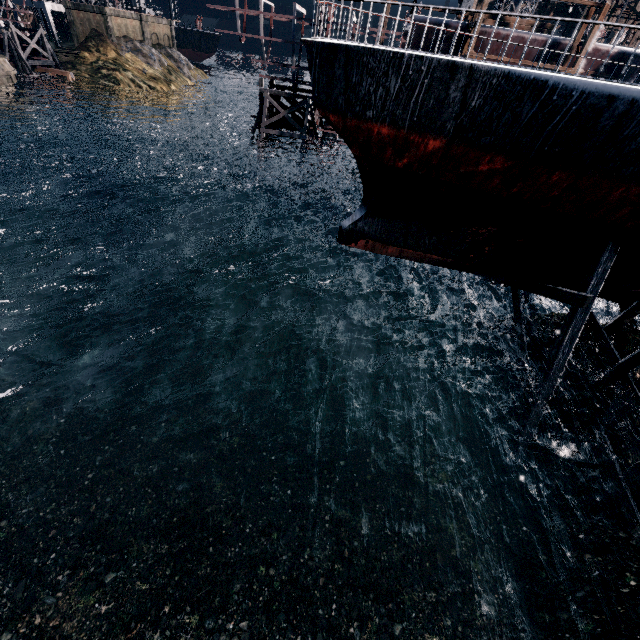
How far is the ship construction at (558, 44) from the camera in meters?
25.9

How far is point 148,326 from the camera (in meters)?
20.23

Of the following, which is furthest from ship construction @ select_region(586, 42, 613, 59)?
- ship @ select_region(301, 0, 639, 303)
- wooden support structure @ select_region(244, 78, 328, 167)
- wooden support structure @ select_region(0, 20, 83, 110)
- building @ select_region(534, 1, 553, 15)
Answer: building @ select_region(534, 1, 553, 15)

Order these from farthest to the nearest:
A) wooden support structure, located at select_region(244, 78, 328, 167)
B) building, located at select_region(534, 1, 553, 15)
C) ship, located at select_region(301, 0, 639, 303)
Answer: building, located at select_region(534, 1, 553, 15) → wooden support structure, located at select_region(244, 78, 328, 167) → ship, located at select_region(301, 0, 639, 303)

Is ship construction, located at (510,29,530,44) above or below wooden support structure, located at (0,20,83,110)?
above

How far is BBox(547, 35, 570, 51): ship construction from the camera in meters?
25.9 m

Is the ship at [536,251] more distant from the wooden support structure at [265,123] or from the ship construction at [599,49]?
the wooden support structure at [265,123]

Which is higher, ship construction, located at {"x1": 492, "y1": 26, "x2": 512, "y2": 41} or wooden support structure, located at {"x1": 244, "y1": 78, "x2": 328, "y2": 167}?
ship construction, located at {"x1": 492, "y1": 26, "x2": 512, "y2": 41}
